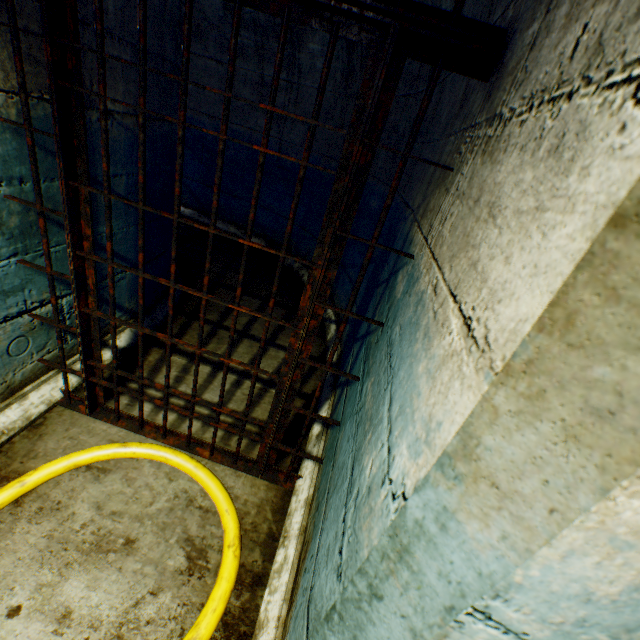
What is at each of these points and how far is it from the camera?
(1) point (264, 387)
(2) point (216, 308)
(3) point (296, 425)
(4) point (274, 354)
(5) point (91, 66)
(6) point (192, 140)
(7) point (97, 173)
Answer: (1) building tunnel, 2.55m
(2) building tunnel, 3.33m
(3) building tunnel, 2.31m
(4) building tunnel, 2.95m
(5) building tunnel, 1.54m
(6) building tunnel, 4.98m
(7) building tunnel, 1.78m

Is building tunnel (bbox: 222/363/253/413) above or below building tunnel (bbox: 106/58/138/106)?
below

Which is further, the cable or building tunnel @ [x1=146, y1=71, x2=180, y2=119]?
building tunnel @ [x1=146, y1=71, x2=180, y2=119]

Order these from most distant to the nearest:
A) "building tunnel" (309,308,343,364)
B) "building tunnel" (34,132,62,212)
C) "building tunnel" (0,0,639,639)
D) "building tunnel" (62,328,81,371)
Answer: "building tunnel" (309,308,343,364), "building tunnel" (62,328,81,371), "building tunnel" (34,132,62,212), "building tunnel" (0,0,639,639)

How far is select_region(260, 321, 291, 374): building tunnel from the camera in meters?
2.8 m

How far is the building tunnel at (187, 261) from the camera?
3.6m

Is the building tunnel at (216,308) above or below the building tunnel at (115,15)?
below
